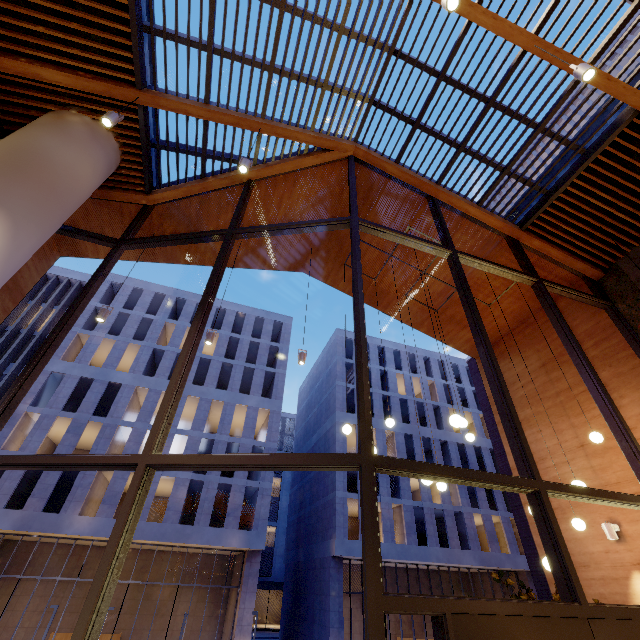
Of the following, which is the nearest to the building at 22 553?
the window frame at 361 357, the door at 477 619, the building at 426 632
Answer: the building at 426 632

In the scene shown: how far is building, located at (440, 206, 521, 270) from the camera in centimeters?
765cm

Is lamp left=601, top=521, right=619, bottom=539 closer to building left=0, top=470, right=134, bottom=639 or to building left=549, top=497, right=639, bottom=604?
building left=549, top=497, right=639, bottom=604

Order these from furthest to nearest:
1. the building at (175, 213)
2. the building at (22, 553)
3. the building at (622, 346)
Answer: the building at (22, 553) < the building at (175, 213) < the building at (622, 346)

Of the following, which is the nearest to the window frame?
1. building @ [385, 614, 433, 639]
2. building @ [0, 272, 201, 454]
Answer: building @ [0, 272, 201, 454]

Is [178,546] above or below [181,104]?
below

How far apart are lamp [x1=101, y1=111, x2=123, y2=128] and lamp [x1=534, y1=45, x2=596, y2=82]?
6.4m

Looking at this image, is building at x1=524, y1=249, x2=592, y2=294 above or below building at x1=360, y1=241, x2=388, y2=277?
below
